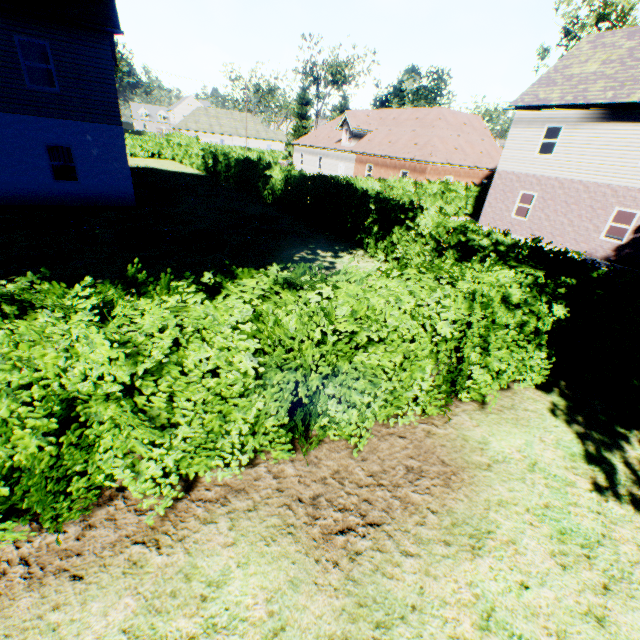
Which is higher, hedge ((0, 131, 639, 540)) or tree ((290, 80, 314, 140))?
tree ((290, 80, 314, 140))

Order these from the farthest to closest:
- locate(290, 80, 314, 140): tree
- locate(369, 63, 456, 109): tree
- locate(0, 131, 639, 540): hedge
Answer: locate(290, 80, 314, 140): tree < locate(369, 63, 456, 109): tree < locate(0, 131, 639, 540): hedge

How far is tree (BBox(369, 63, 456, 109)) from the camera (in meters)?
40.12

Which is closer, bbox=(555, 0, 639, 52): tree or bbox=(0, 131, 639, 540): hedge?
bbox=(0, 131, 639, 540): hedge

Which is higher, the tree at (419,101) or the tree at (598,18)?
the tree at (598,18)

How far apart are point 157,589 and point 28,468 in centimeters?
164cm

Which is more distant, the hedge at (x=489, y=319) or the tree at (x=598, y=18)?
the tree at (x=598, y=18)
